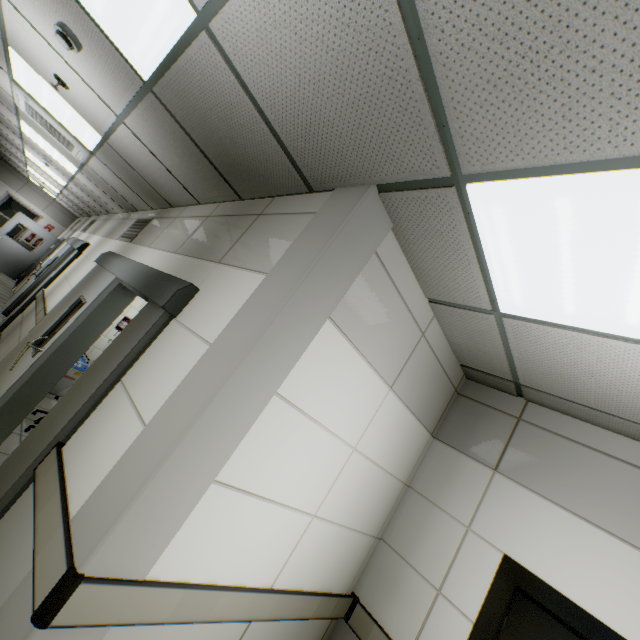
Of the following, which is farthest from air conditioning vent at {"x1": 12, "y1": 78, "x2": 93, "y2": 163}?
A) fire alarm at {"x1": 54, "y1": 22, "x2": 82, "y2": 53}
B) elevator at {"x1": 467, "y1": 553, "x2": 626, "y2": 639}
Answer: elevator at {"x1": 467, "y1": 553, "x2": 626, "y2": 639}

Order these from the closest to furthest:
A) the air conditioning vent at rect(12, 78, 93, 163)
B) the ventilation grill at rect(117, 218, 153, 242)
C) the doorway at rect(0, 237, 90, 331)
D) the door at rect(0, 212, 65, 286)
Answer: the air conditioning vent at rect(12, 78, 93, 163) < the ventilation grill at rect(117, 218, 153, 242) < the doorway at rect(0, 237, 90, 331) < the door at rect(0, 212, 65, 286)

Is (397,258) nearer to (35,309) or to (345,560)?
(345,560)

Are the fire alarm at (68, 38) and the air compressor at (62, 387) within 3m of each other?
no

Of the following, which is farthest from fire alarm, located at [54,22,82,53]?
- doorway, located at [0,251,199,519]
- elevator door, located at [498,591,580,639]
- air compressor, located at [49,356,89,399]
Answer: elevator door, located at [498,591,580,639]

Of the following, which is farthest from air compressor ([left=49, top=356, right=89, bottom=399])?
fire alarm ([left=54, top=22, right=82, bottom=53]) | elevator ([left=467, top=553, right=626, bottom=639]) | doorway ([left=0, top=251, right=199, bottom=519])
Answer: elevator ([left=467, top=553, right=626, bottom=639])

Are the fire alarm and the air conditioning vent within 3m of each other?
yes

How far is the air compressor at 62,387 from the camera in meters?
5.1 m
